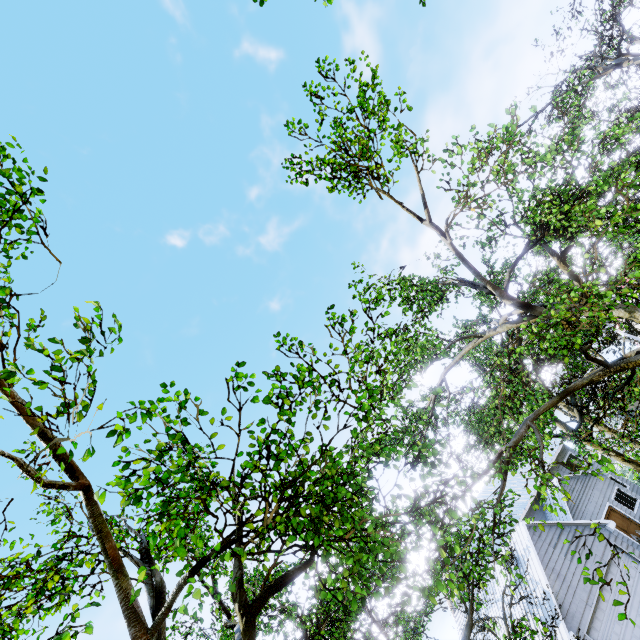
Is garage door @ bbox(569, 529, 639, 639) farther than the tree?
Yes

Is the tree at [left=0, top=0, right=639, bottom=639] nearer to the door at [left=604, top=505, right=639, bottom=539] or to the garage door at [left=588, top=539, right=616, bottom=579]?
the garage door at [left=588, top=539, right=616, bottom=579]

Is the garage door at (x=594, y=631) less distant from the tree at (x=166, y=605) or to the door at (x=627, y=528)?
the tree at (x=166, y=605)

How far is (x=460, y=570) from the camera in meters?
8.3 m

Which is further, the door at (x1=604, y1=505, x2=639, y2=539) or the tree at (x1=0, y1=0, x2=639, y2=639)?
the door at (x1=604, y1=505, x2=639, y2=539)

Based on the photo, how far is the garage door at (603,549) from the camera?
16.0 meters

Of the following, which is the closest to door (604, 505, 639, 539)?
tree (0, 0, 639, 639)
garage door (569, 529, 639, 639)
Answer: tree (0, 0, 639, 639)

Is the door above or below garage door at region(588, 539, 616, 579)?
below
